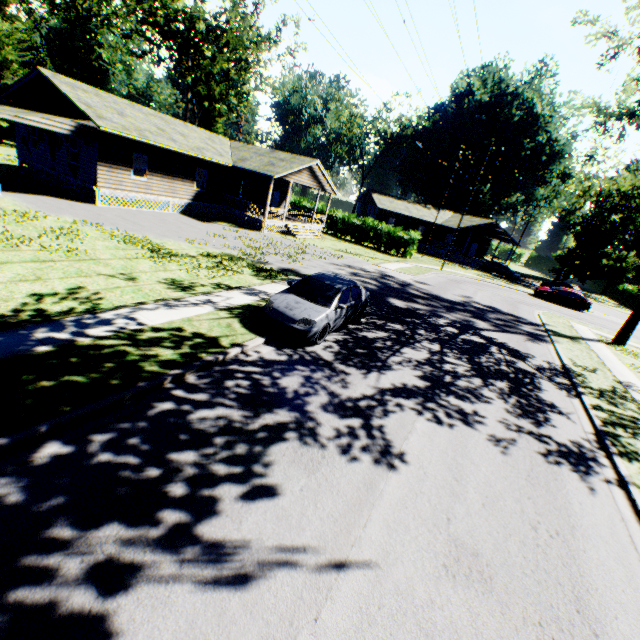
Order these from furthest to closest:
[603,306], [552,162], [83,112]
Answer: [552,162] < [603,306] < [83,112]

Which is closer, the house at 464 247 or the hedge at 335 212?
the hedge at 335 212

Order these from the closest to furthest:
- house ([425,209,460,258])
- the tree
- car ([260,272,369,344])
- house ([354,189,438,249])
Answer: car ([260,272,369,344])
the tree
house ([425,209,460,258])
house ([354,189,438,249])

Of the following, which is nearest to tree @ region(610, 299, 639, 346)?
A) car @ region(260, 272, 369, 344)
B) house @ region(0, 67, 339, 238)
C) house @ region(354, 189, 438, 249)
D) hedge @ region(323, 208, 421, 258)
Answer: hedge @ region(323, 208, 421, 258)

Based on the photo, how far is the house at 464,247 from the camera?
45.0m

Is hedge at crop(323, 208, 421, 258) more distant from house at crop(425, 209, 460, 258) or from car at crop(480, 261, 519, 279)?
car at crop(480, 261, 519, 279)

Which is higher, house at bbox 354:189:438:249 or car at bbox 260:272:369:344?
house at bbox 354:189:438:249

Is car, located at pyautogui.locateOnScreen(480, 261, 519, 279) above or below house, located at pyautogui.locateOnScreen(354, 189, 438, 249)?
below
